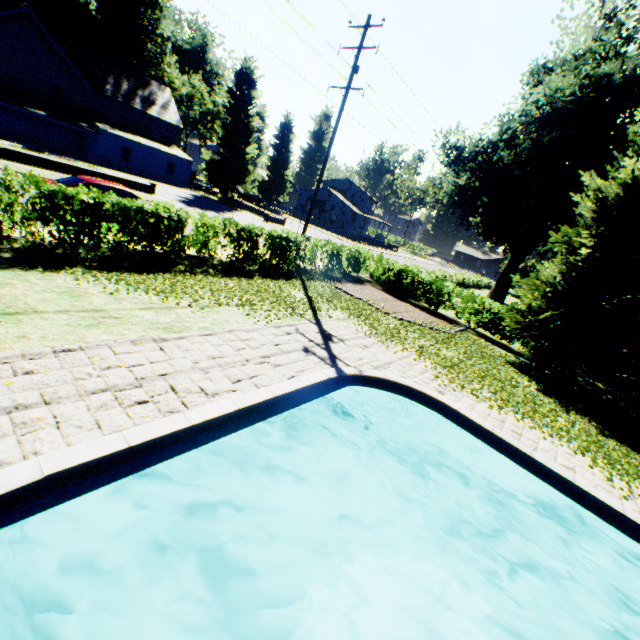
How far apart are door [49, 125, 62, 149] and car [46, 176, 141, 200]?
31.0m

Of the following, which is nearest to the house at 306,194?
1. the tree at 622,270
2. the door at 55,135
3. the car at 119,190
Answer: the door at 55,135

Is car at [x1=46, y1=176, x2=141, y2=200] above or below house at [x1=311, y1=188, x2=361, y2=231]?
below

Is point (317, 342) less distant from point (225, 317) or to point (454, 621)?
point (225, 317)

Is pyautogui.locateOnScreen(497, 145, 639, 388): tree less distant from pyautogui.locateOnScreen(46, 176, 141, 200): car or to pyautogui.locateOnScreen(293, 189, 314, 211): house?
pyautogui.locateOnScreen(46, 176, 141, 200): car

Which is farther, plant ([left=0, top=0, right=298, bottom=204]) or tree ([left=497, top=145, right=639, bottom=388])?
plant ([left=0, top=0, right=298, bottom=204])

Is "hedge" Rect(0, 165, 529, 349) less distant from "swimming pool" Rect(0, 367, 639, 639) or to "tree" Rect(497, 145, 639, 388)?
"tree" Rect(497, 145, 639, 388)

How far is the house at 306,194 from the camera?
58.0 meters
